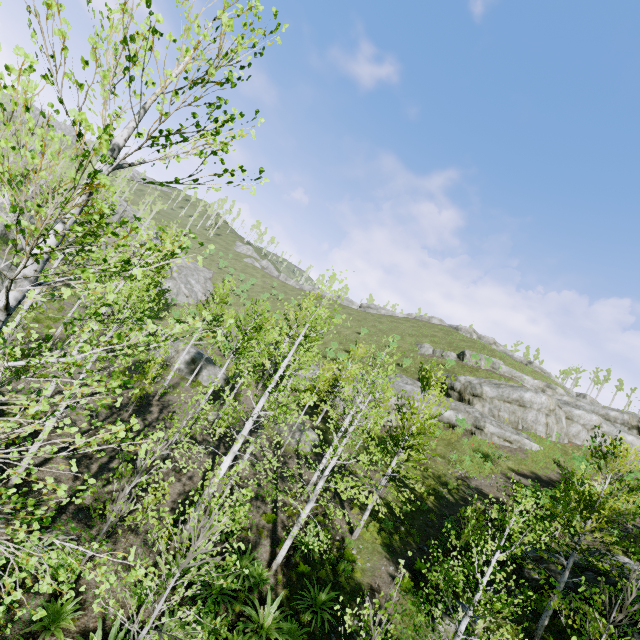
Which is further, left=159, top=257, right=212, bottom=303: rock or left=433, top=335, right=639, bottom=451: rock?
left=159, top=257, right=212, bottom=303: rock

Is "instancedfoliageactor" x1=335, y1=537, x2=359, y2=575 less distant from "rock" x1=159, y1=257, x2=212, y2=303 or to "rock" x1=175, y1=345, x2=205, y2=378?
"rock" x1=175, y1=345, x2=205, y2=378

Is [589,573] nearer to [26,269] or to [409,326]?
[26,269]

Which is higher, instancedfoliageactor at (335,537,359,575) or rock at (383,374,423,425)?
rock at (383,374,423,425)

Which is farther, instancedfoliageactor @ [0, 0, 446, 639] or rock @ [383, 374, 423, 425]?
rock @ [383, 374, 423, 425]

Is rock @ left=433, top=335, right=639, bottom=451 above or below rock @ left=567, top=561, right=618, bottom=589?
above

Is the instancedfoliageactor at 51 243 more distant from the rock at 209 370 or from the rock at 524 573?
the rock at 209 370

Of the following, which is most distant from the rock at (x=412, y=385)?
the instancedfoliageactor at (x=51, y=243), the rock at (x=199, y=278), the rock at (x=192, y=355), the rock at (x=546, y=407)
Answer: the rock at (x=199, y=278)
